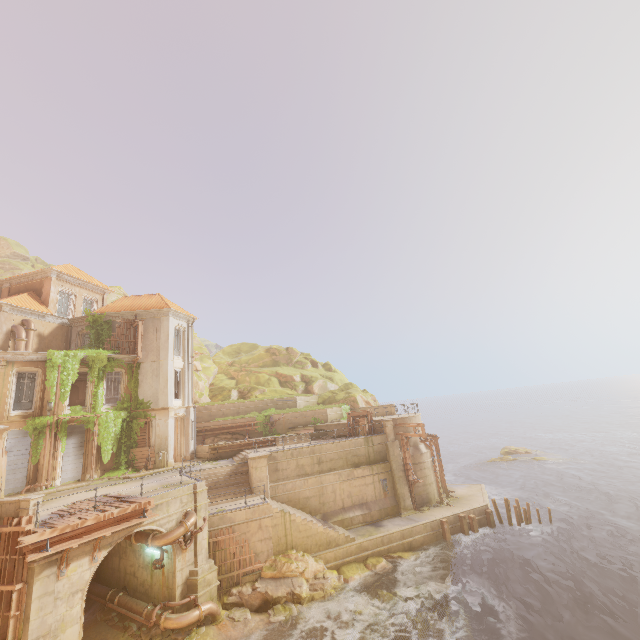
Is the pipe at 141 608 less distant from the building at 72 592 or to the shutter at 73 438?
the building at 72 592

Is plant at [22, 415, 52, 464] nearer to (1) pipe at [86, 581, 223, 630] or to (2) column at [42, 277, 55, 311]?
(2) column at [42, 277, 55, 311]

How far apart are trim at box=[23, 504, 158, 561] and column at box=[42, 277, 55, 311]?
20.0 meters

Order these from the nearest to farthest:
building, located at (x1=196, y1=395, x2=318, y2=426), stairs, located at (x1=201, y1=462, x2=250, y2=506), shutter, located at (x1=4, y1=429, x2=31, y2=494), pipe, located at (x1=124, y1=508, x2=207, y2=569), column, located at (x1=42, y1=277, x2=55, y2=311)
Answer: pipe, located at (x1=124, y1=508, x2=207, y2=569)
shutter, located at (x1=4, y1=429, x2=31, y2=494)
stairs, located at (x1=201, y1=462, x2=250, y2=506)
column, located at (x1=42, y1=277, x2=55, y2=311)
building, located at (x1=196, y1=395, x2=318, y2=426)

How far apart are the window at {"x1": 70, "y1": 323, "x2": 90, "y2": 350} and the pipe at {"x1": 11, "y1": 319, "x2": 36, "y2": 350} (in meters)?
4.07

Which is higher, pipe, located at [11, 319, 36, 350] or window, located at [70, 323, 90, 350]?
window, located at [70, 323, 90, 350]

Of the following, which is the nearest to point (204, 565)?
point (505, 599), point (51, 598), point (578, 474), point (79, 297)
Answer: point (51, 598)

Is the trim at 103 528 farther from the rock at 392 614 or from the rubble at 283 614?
the rubble at 283 614
